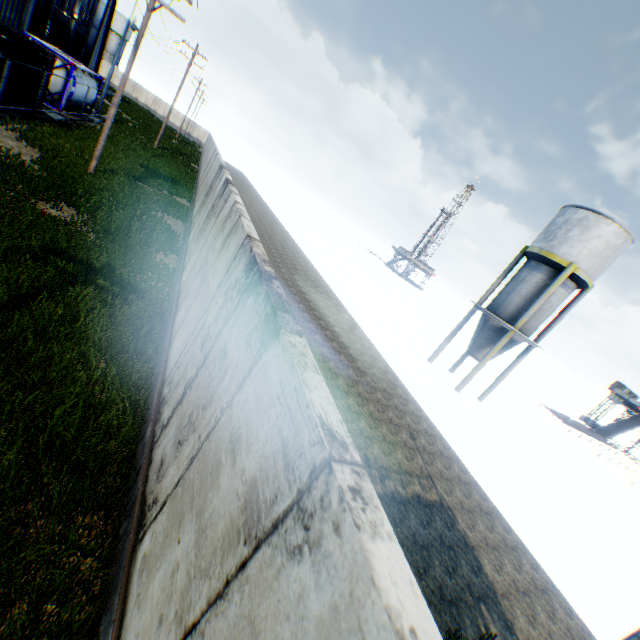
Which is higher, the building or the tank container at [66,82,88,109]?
the building

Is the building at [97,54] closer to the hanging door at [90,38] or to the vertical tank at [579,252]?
the hanging door at [90,38]

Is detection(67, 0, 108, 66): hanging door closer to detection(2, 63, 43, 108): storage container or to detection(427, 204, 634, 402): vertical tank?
detection(2, 63, 43, 108): storage container

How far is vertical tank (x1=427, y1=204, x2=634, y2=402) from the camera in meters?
17.7 m

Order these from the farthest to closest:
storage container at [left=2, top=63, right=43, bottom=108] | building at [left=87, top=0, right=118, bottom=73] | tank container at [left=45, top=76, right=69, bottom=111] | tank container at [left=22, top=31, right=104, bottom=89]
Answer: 1. building at [left=87, top=0, right=118, bottom=73]
2. tank container at [left=45, top=76, right=69, bottom=111]
3. tank container at [left=22, top=31, right=104, bottom=89]
4. storage container at [left=2, top=63, right=43, bottom=108]

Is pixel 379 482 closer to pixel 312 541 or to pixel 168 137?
pixel 312 541

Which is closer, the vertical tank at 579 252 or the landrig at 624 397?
the vertical tank at 579 252

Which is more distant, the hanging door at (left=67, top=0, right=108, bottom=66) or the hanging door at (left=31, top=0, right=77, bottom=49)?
the hanging door at (left=67, top=0, right=108, bottom=66)
